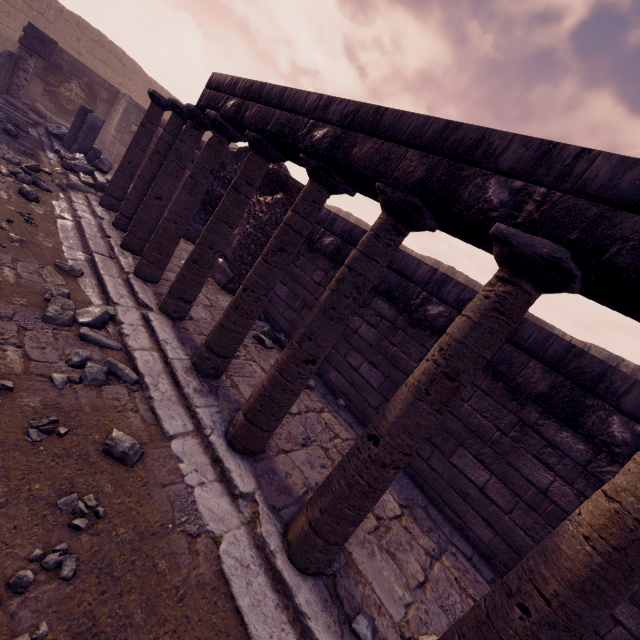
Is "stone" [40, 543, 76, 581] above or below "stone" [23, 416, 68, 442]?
above

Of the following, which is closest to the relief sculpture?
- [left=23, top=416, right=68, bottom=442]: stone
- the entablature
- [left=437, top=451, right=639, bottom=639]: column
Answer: the entablature

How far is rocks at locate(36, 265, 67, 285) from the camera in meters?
3.8 m

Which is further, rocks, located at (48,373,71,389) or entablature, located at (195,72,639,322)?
rocks, located at (48,373,71,389)

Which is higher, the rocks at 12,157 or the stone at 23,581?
the stone at 23,581

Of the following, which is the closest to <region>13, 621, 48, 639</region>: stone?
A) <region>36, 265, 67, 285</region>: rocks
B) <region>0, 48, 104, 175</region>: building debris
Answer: <region>36, 265, 67, 285</region>: rocks

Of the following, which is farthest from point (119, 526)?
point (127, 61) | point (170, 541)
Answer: point (127, 61)

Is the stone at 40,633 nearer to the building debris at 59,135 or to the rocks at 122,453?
the rocks at 122,453
